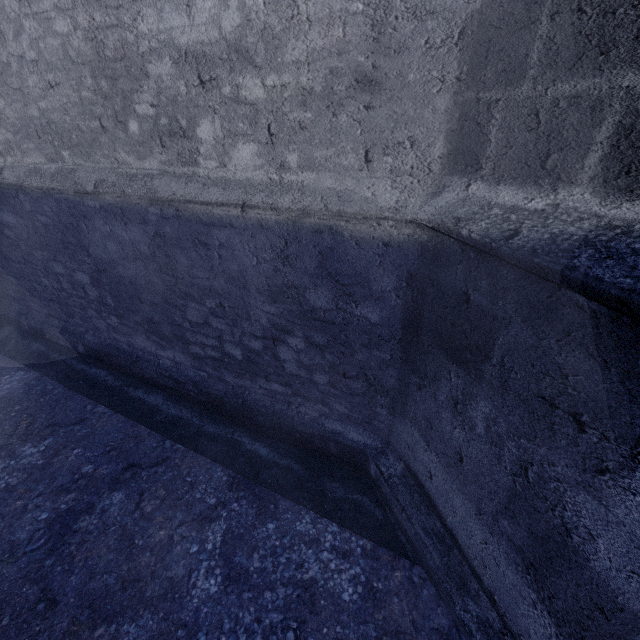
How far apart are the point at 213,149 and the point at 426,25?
1.5m
